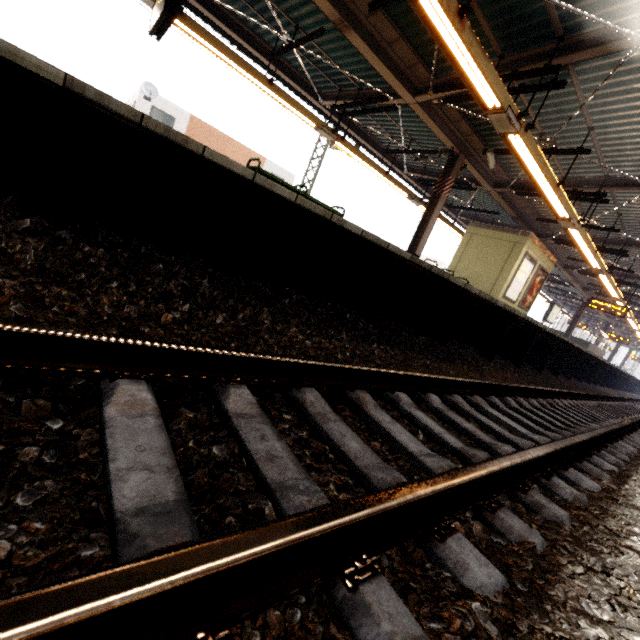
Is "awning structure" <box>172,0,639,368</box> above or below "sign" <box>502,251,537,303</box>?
above

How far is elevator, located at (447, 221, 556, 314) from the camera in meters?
11.5 m

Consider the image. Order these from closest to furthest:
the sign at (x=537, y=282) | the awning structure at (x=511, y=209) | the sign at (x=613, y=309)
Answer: the awning structure at (x=511, y=209) < the sign at (x=537, y=282) < the sign at (x=613, y=309)

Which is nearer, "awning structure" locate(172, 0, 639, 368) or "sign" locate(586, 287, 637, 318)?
"awning structure" locate(172, 0, 639, 368)

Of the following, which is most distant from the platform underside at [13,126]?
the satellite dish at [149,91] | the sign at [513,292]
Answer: the satellite dish at [149,91]

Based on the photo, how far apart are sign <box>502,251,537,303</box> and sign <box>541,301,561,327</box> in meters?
8.0 m

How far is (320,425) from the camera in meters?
1.8 m

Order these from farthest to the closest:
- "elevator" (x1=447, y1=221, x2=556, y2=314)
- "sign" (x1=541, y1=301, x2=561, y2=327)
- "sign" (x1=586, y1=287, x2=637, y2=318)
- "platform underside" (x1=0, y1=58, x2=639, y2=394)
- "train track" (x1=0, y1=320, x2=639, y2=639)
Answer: "sign" (x1=541, y1=301, x2=561, y2=327)
"sign" (x1=586, y1=287, x2=637, y2=318)
"elevator" (x1=447, y1=221, x2=556, y2=314)
"platform underside" (x1=0, y1=58, x2=639, y2=394)
"train track" (x1=0, y1=320, x2=639, y2=639)
